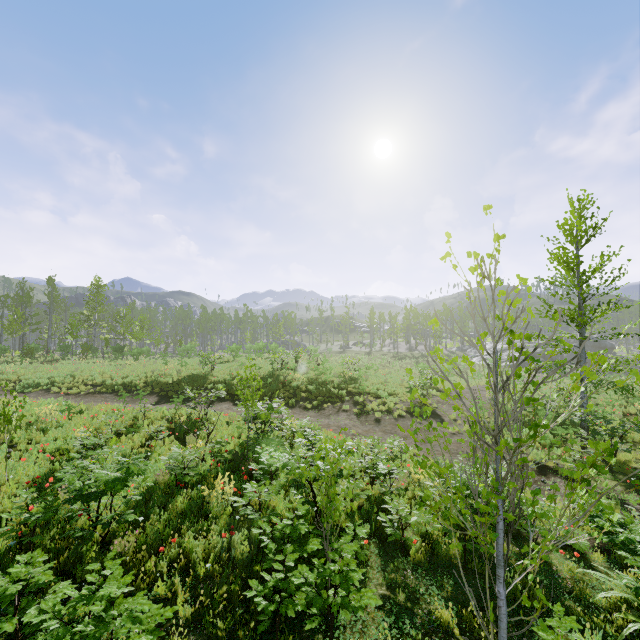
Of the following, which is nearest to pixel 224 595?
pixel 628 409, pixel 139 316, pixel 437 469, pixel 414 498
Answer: pixel 437 469
